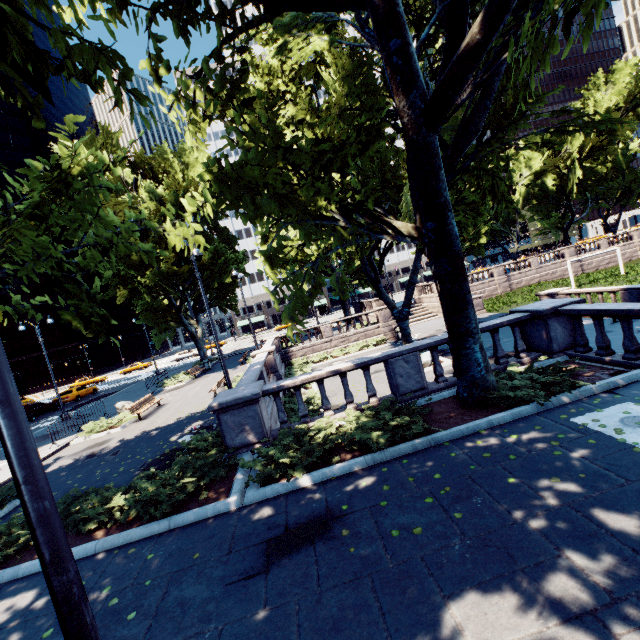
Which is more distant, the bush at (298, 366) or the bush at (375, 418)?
the bush at (298, 366)

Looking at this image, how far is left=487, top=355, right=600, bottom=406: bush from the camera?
7.3m

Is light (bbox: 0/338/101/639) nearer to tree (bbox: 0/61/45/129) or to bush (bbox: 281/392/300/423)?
tree (bbox: 0/61/45/129)

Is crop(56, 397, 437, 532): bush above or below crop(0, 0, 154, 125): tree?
below

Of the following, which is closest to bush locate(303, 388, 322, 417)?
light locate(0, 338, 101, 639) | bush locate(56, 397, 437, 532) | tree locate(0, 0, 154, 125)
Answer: bush locate(56, 397, 437, 532)

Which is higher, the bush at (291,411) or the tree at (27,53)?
the tree at (27,53)

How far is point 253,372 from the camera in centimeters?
1262cm

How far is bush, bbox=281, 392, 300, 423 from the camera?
13.7 meters
